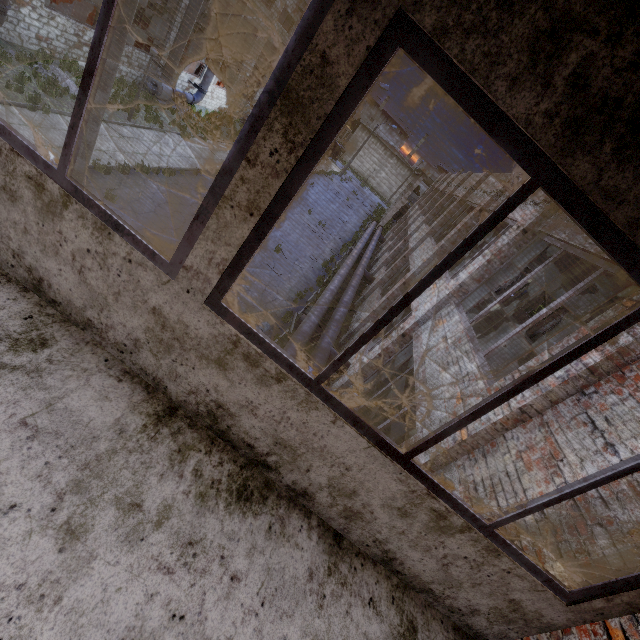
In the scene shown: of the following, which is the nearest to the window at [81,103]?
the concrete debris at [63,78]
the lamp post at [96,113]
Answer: the lamp post at [96,113]

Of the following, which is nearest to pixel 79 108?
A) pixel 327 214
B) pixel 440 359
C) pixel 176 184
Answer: pixel 440 359

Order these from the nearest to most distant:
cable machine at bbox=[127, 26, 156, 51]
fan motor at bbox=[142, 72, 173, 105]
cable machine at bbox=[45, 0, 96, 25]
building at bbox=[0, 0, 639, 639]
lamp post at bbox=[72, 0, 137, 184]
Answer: building at bbox=[0, 0, 639, 639] < lamp post at bbox=[72, 0, 137, 184] < cable machine at bbox=[45, 0, 96, 25] < fan motor at bbox=[142, 72, 173, 105] < cable machine at bbox=[127, 26, 156, 51]

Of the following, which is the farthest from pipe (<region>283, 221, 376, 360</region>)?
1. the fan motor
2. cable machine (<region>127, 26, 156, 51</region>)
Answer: cable machine (<region>127, 26, 156, 51</region>)

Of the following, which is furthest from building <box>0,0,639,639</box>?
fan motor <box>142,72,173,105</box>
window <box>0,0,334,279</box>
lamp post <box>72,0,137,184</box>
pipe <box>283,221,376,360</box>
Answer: fan motor <box>142,72,173,105</box>

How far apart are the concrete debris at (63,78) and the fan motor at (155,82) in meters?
5.7 m

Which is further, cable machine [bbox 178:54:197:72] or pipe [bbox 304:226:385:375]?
cable machine [bbox 178:54:197:72]

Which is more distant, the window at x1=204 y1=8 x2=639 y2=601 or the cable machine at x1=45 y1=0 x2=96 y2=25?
the cable machine at x1=45 y1=0 x2=96 y2=25
